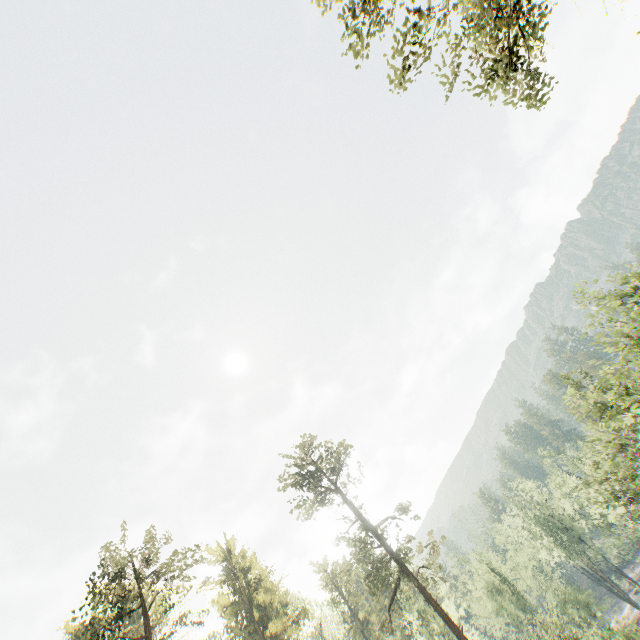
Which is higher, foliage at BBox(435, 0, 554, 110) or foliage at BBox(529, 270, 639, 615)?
foliage at BBox(435, 0, 554, 110)

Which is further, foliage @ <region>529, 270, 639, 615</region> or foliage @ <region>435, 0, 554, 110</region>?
foliage @ <region>529, 270, 639, 615</region>

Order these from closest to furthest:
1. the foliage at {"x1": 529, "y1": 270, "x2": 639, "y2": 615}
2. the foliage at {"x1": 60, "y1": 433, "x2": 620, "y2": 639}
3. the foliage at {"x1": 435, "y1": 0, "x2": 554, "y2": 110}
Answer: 1. the foliage at {"x1": 435, "y1": 0, "x2": 554, "y2": 110}
2. the foliage at {"x1": 529, "y1": 270, "x2": 639, "y2": 615}
3. the foliage at {"x1": 60, "y1": 433, "x2": 620, "y2": 639}

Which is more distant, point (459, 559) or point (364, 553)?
point (459, 559)

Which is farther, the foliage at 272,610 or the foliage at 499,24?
the foliage at 272,610
